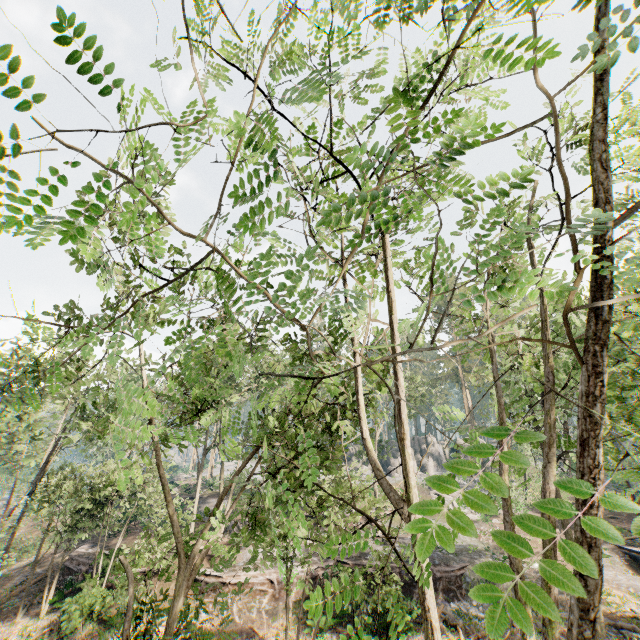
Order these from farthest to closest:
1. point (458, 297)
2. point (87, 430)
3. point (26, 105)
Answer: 1. point (458, 297)
2. point (87, 430)
3. point (26, 105)

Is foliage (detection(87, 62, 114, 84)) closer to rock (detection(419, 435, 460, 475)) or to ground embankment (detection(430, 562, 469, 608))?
rock (detection(419, 435, 460, 475))

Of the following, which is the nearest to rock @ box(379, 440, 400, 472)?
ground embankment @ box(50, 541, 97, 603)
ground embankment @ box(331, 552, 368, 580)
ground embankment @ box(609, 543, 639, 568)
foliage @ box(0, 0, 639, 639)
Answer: foliage @ box(0, 0, 639, 639)

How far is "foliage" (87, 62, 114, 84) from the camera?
1.6m

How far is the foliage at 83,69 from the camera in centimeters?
161cm

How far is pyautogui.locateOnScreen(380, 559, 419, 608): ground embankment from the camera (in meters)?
16.08

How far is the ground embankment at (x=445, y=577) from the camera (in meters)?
21.16

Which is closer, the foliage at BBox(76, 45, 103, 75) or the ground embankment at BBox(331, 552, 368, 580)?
the foliage at BBox(76, 45, 103, 75)
